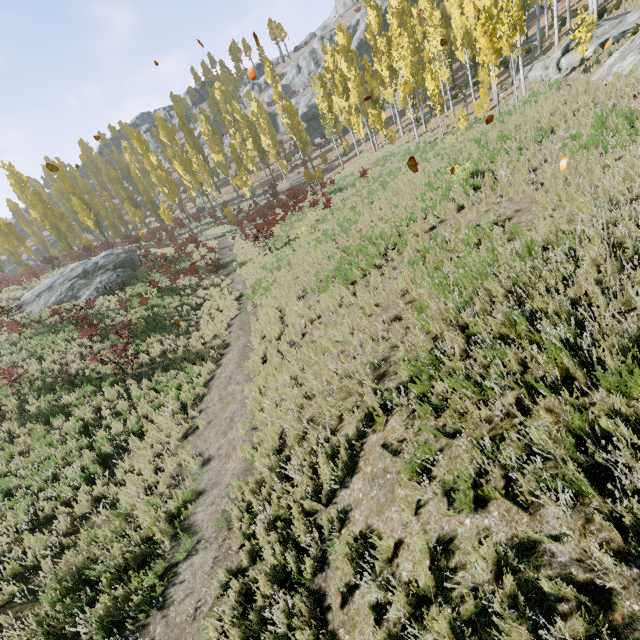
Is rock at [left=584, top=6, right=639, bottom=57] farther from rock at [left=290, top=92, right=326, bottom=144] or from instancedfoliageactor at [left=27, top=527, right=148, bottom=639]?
rock at [left=290, top=92, right=326, bottom=144]

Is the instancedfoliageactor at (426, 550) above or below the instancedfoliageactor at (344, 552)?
above

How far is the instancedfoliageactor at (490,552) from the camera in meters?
2.5

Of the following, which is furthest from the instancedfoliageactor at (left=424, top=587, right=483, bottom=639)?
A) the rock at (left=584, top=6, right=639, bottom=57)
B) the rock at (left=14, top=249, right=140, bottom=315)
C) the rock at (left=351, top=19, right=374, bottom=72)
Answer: the rock at (left=351, top=19, right=374, bottom=72)

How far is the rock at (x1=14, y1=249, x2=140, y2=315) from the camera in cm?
2209

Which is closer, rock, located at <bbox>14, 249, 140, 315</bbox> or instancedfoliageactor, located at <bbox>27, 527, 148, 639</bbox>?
instancedfoliageactor, located at <bbox>27, 527, 148, 639</bbox>

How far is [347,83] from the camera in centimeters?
4062cm

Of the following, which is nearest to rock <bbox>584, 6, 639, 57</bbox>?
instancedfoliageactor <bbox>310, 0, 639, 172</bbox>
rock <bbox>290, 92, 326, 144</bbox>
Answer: instancedfoliageactor <bbox>310, 0, 639, 172</bbox>
